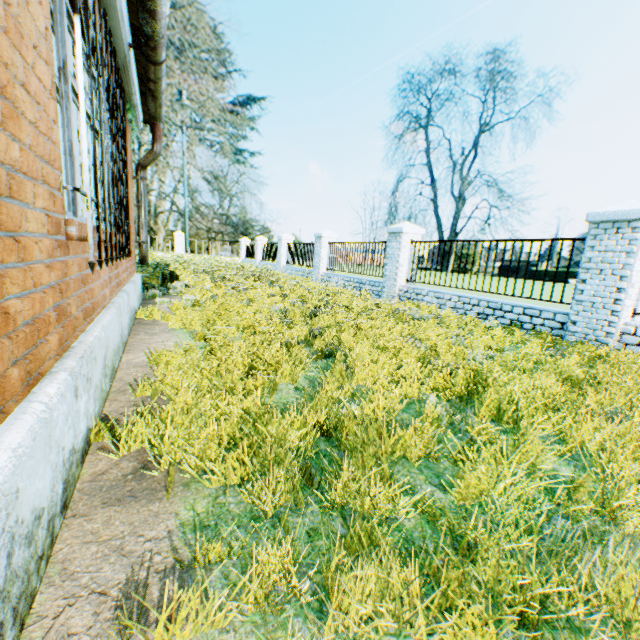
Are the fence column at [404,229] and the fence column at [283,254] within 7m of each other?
no

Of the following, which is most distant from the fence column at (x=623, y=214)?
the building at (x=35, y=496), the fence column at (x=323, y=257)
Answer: the fence column at (x=323, y=257)

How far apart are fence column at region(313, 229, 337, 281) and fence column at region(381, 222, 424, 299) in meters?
4.7 m

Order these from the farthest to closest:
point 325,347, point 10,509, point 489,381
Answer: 1. point 325,347
2. point 489,381
3. point 10,509

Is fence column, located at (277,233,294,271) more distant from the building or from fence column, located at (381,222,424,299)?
fence column, located at (381,222,424,299)

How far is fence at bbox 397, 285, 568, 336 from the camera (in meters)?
6.19

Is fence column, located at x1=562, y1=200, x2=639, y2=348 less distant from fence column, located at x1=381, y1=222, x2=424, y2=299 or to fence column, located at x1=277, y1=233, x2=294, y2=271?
fence column, located at x1=381, y1=222, x2=424, y2=299
